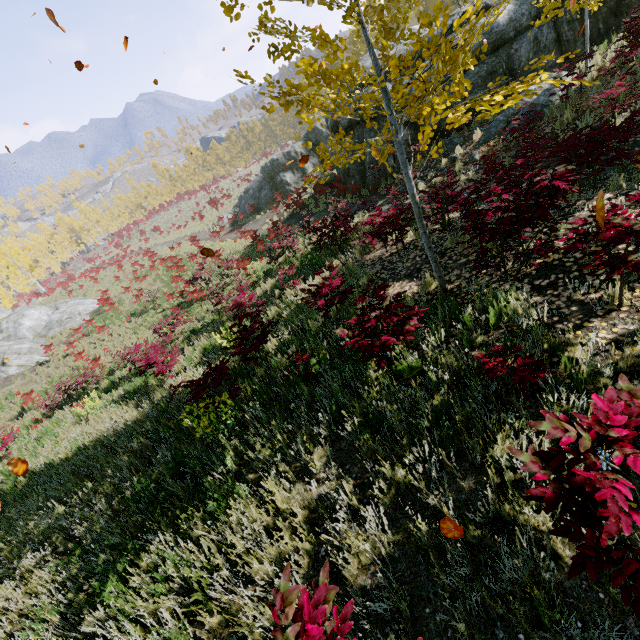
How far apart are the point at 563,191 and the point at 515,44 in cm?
1313

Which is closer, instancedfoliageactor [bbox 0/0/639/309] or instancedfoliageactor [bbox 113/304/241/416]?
instancedfoliageactor [bbox 0/0/639/309]

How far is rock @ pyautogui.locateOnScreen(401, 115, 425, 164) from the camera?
14.58m

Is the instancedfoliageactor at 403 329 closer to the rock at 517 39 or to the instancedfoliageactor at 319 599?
the rock at 517 39

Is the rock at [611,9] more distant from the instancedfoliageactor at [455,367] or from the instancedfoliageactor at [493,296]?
the instancedfoliageactor at [493,296]

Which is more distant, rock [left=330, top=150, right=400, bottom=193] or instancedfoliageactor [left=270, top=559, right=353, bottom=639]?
rock [left=330, top=150, right=400, bottom=193]

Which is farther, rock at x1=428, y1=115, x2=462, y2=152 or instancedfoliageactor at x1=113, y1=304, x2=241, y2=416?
rock at x1=428, y1=115, x2=462, y2=152

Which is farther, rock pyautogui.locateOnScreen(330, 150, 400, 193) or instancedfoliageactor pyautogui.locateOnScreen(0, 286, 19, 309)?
instancedfoliageactor pyautogui.locateOnScreen(0, 286, 19, 309)
